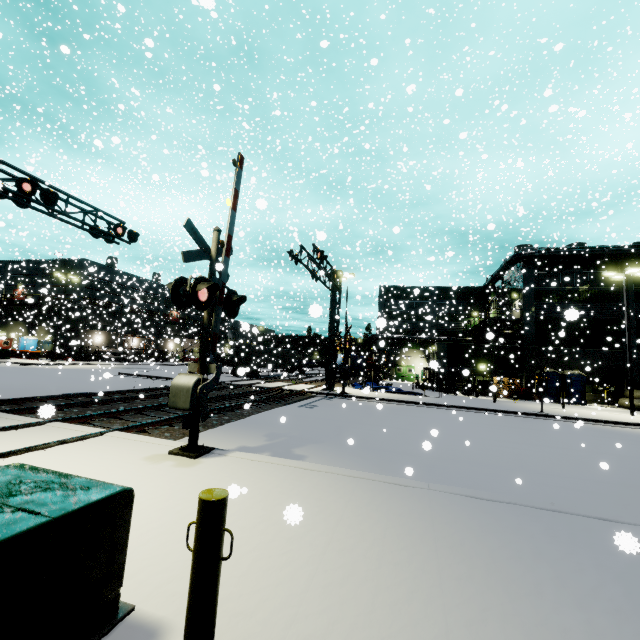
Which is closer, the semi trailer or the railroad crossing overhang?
the railroad crossing overhang

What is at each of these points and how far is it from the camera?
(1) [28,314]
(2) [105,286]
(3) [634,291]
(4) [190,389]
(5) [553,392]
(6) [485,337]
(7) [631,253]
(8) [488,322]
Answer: (1) building, 40.7m
(2) building, 51.7m
(3) building, 29.7m
(4) railroad crossing gate, 6.6m
(5) portable restroom, 28.6m
(6) pipe, 37.4m
(7) pipe, 28.7m
(8) balcony, 36.1m

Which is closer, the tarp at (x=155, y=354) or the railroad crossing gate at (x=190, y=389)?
the railroad crossing gate at (x=190, y=389)

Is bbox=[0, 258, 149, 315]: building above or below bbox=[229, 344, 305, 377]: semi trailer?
above

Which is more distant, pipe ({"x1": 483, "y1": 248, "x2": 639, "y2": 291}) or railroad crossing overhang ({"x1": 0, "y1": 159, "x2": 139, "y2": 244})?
pipe ({"x1": 483, "y1": 248, "x2": 639, "y2": 291})

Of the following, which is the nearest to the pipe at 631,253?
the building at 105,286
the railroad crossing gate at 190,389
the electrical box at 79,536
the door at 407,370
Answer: the building at 105,286

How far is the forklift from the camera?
29.8m

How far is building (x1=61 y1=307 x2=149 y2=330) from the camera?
33.91m
